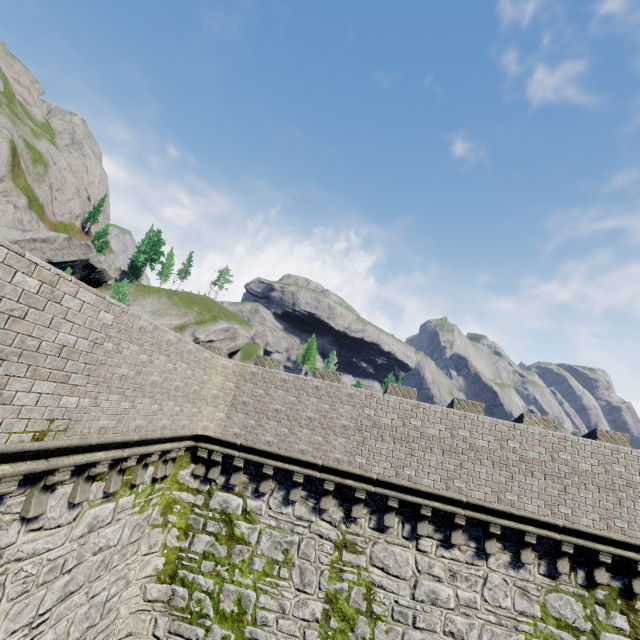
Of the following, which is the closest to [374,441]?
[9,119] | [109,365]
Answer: [109,365]
